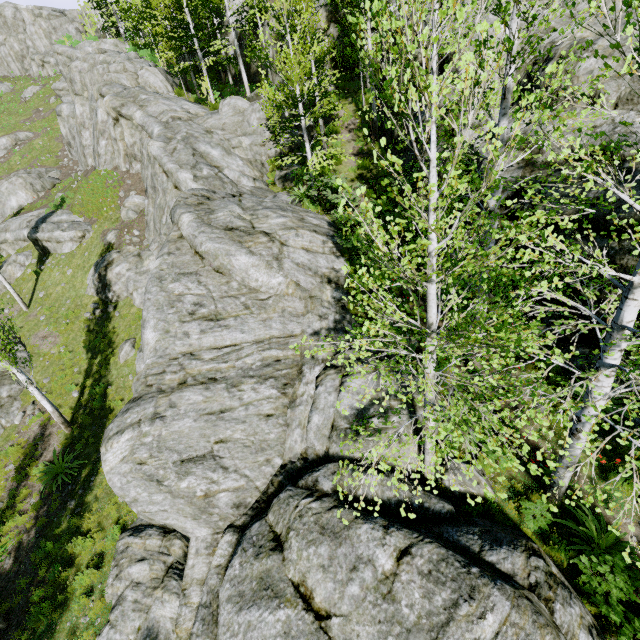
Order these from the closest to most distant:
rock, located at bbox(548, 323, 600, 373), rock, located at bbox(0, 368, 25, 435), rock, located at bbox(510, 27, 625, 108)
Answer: rock, located at bbox(510, 27, 625, 108) < rock, located at bbox(548, 323, 600, 373) < rock, located at bbox(0, 368, 25, 435)

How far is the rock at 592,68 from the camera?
9.1 meters

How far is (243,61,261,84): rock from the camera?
25.64m

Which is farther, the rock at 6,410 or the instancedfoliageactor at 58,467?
the rock at 6,410

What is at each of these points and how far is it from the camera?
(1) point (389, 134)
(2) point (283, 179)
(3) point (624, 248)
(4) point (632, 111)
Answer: (1) rock, 16.4 meters
(2) rock, 17.4 meters
(3) rock, 7.8 meters
(4) rock, 8.9 meters

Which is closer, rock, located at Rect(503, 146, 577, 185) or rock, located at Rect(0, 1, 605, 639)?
rock, located at Rect(0, 1, 605, 639)
